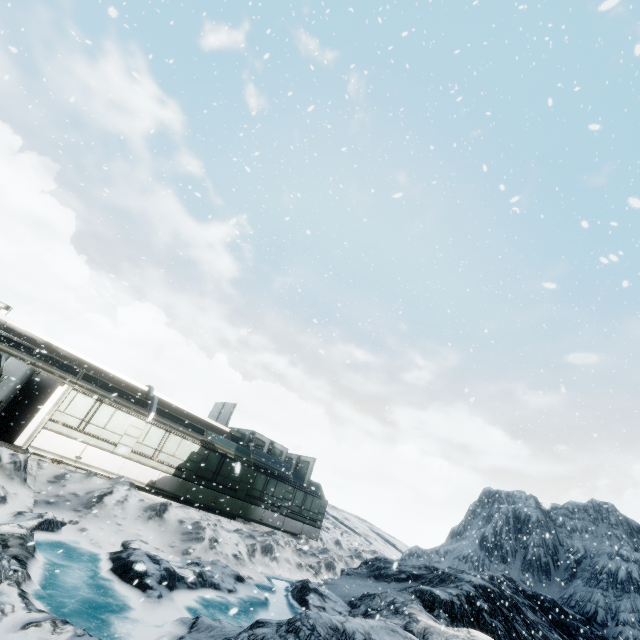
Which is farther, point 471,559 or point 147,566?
point 471,559
